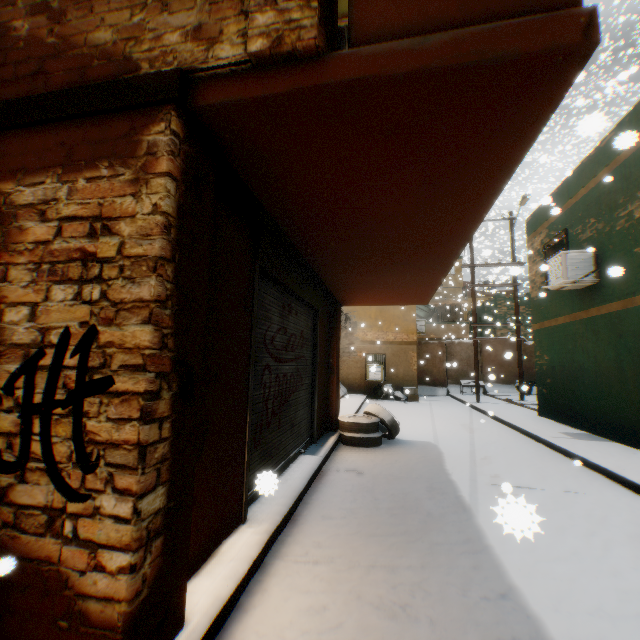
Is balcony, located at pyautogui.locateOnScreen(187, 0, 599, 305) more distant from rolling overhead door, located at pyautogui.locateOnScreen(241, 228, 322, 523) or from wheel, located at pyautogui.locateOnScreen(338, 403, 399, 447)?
wheel, located at pyautogui.locateOnScreen(338, 403, 399, 447)

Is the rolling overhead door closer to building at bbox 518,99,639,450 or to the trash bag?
building at bbox 518,99,639,450

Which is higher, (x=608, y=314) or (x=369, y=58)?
(x=369, y=58)

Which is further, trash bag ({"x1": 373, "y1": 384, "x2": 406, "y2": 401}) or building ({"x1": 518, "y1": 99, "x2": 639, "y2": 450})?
trash bag ({"x1": 373, "y1": 384, "x2": 406, "y2": 401})

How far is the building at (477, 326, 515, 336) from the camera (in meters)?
25.90

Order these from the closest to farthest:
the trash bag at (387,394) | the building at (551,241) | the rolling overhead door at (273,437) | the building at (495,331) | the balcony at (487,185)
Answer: the balcony at (487,185) < the rolling overhead door at (273,437) < the building at (551,241) < the trash bag at (387,394) < the building at (495,331)

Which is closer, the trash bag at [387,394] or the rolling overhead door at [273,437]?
the rolling overhead door at [273,437]

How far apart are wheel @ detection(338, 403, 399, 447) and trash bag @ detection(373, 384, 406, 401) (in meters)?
8.20
